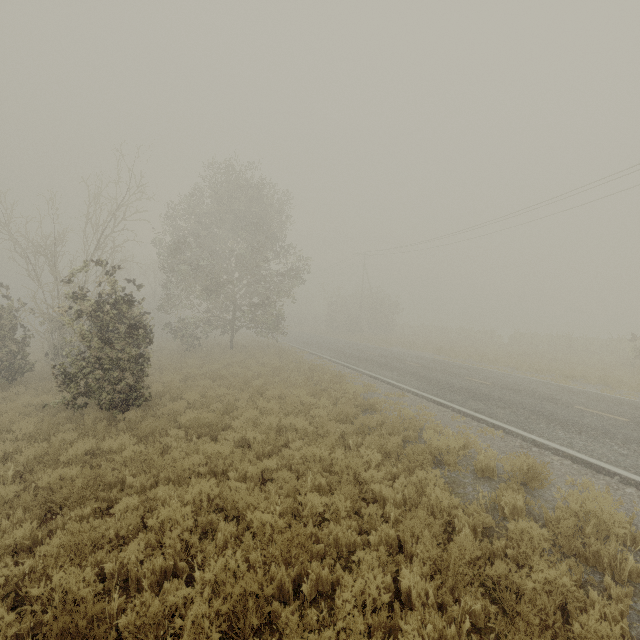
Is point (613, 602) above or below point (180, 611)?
above
